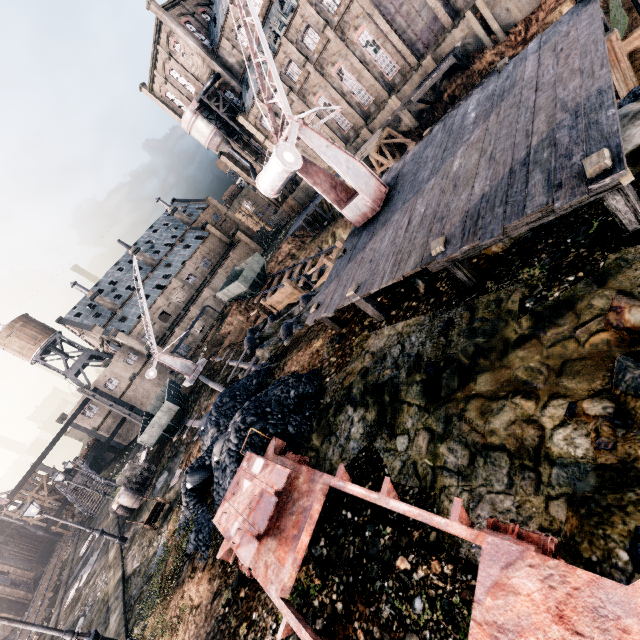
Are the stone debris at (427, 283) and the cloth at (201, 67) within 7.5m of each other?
no

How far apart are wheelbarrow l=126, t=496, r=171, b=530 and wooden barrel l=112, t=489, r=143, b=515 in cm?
620

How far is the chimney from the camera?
55.3m

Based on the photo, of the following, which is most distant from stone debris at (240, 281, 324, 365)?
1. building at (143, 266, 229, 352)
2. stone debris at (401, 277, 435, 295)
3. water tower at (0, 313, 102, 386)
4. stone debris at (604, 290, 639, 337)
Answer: water tower at (0, 313, 102, 386)

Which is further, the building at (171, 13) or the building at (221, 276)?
the building at (221, 276)

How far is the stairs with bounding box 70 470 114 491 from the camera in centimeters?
3569cm

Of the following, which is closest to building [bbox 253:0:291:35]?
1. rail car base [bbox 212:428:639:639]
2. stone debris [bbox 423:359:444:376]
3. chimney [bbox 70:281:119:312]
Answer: chimney [bbox 70:281:119:312]

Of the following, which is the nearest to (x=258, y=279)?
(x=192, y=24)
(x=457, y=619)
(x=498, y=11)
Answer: (x=498, y=11)
